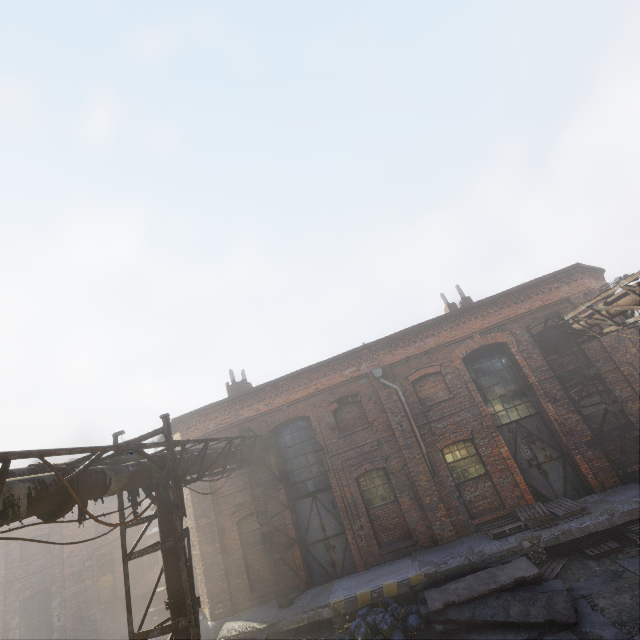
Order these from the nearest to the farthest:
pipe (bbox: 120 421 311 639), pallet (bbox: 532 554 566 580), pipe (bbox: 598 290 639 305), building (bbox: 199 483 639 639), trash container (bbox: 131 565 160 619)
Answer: pipe (bbox: 120 421 311 639), pipe (bbox: 598 290 639 305), pallet (bbox: 532 554 566 580), building (bbox: 199 483 639 639), trash container (bbox: 131 565 160 619)

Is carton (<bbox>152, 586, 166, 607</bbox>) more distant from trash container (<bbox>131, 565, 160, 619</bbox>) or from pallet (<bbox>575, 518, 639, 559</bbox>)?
pallet (<bbox>575, 518, 639, 559</bbox>)

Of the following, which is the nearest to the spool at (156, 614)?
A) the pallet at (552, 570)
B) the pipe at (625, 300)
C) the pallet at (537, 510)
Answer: the pipe at (625, 300)

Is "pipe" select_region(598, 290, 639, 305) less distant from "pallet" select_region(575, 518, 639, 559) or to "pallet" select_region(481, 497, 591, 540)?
"pallet" select_region(575, 518, 639, 559)

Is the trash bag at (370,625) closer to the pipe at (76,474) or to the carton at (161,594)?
the pipe at (76,474)

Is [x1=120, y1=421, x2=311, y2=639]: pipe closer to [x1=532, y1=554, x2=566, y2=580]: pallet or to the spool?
the spool

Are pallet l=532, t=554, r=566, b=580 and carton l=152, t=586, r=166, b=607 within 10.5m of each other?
no

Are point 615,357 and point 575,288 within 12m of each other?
yes
